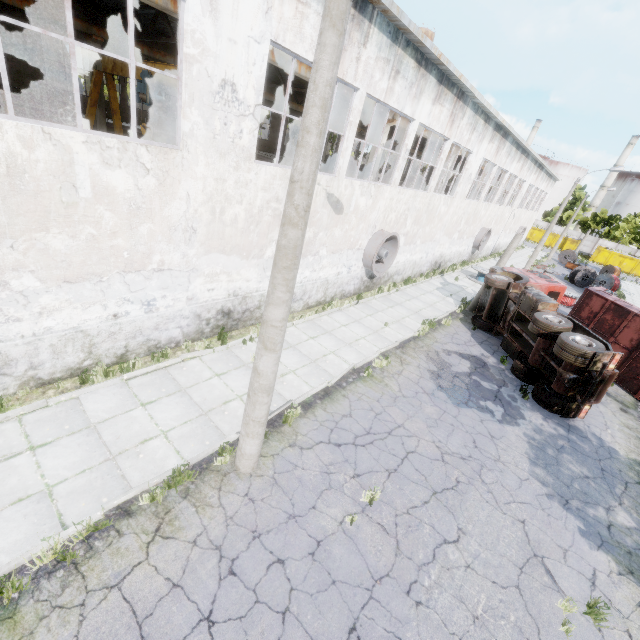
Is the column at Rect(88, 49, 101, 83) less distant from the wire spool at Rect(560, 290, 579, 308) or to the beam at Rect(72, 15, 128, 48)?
the beam at Rect(72, 15, 128, 48)

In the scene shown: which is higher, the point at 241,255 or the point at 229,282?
the point at 241,255

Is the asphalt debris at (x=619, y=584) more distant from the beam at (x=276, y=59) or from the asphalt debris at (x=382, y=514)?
the beam at (x=276, y=59)

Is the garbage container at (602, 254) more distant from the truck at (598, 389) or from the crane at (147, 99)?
the crane at (147, 99)

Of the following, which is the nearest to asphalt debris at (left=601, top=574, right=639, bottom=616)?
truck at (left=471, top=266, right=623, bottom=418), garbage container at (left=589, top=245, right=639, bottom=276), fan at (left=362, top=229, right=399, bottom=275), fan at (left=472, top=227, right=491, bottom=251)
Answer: truck at (left=471, top=266, right=623, bottom=418)

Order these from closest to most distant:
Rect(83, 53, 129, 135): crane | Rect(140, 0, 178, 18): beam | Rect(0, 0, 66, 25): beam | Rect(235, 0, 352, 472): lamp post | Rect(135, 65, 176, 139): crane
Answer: Rect(235, 0, 352, 472): lamp post < Rect(140, 0, 178, 18): beam < Rect(135, 65, 176, 139): crane < Rect(0, 0, 66, 25): beam < Rect(83, 53, 129, 135): crane

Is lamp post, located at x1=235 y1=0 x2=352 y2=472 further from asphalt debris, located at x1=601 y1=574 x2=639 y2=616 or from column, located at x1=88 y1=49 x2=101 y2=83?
column, located at x1=88 y1=49 x2=101 y2=83

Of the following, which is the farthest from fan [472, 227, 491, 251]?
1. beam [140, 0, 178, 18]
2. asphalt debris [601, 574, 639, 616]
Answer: asphalt debris [601, 574, 639, 616]
